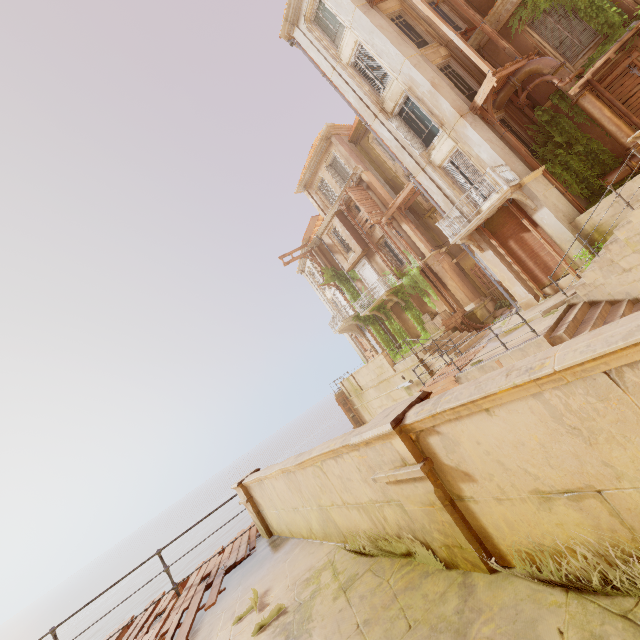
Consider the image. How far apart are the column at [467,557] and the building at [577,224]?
13.6m

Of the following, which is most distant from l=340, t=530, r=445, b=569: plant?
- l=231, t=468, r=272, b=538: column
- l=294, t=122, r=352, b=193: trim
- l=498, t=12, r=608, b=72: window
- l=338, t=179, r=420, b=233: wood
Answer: l=294, t=122, r=352, b=193: trim

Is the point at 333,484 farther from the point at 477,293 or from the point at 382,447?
the point at 477,293

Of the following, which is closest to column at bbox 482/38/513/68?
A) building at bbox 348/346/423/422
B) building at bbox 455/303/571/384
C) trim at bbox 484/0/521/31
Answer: trim at bbox 484/0/521/31

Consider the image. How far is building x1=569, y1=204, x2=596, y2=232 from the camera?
11.9 meters

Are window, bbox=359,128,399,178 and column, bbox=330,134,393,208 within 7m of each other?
yes

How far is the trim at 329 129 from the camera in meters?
23.8
